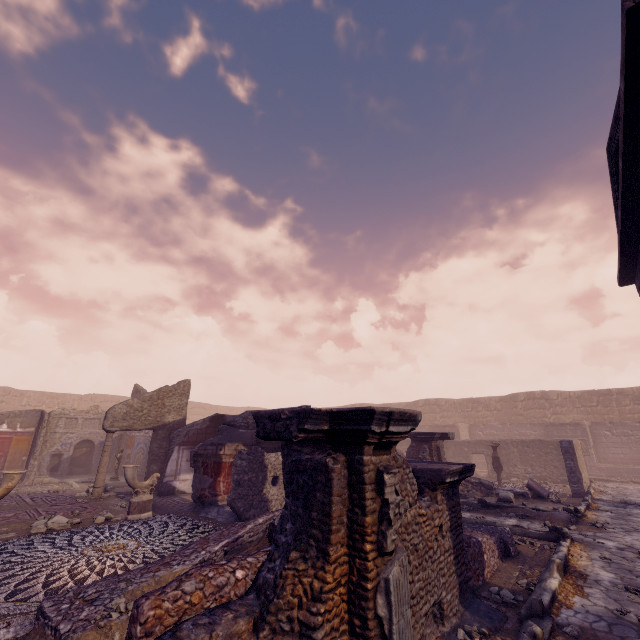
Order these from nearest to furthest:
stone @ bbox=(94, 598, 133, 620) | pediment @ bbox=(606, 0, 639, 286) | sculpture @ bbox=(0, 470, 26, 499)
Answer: stone @ bbox=(94, 598, 133, 620) → pediment @ bbox=(606, 0, 639, 286) → sculpture @ bbox=(0, 470, 26, 499)

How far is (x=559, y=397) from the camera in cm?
2277

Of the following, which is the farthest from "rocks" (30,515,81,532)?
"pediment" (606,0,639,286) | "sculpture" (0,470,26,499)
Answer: "pediment" (606,0,639,286)

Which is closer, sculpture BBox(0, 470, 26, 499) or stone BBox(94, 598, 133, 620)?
stone BBox(94, 598, 133, 620)

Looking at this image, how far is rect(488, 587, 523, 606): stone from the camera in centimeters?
418cm

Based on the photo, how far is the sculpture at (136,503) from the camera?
8.0m

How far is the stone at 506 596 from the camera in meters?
4.2 m

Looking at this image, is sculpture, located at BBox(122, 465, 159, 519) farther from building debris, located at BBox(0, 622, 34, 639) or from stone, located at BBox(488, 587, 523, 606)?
stone, located at BBox(488, 587, 523, 606)
